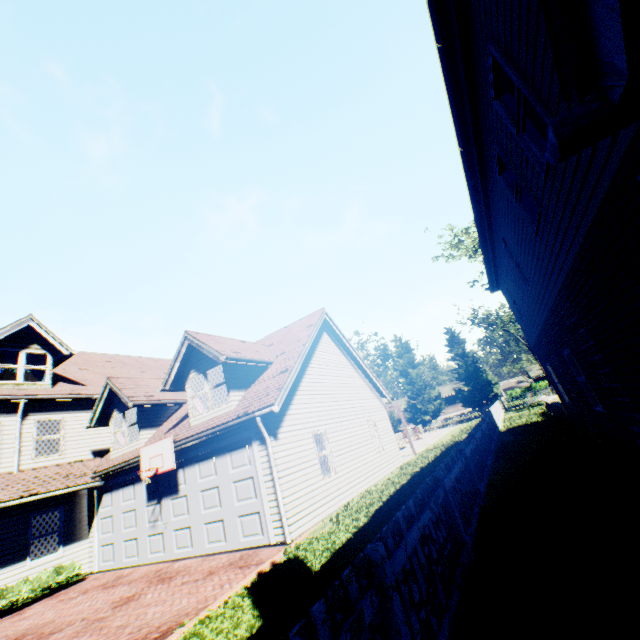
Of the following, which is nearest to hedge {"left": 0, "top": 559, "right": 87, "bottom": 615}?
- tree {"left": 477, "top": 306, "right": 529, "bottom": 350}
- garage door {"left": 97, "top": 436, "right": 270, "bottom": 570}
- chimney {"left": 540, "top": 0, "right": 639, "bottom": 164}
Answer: garage door {"left": 97, "top": 436, "right": 270, "bottom": 570}

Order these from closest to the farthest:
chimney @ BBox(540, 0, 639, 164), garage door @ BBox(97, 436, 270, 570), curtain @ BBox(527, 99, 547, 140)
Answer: chimney @ BBox(540, 0, 639, 164) → curtain @ BBox(527, 99, 547, 140) → garage door @ BBox(97, 436, 270, 570)

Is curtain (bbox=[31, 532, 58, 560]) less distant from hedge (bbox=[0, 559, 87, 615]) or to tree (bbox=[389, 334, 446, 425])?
hedge (bbox=[0, 559, 87, 615])

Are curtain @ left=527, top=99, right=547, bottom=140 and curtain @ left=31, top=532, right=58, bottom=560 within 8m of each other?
no

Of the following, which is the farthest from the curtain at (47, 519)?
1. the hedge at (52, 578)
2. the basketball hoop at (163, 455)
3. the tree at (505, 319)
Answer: the tree at (505, 319)

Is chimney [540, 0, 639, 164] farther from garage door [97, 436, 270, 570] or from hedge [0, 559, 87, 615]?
hedge [0, 559, 87, 615]

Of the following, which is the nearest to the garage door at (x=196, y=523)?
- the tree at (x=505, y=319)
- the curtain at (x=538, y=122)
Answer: the curtain at (x=538, y=122)

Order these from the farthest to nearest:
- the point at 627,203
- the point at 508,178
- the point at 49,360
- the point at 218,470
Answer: the point at 49,360 < the point at 218,470 < the point at 508,178 < the point at 627,203
